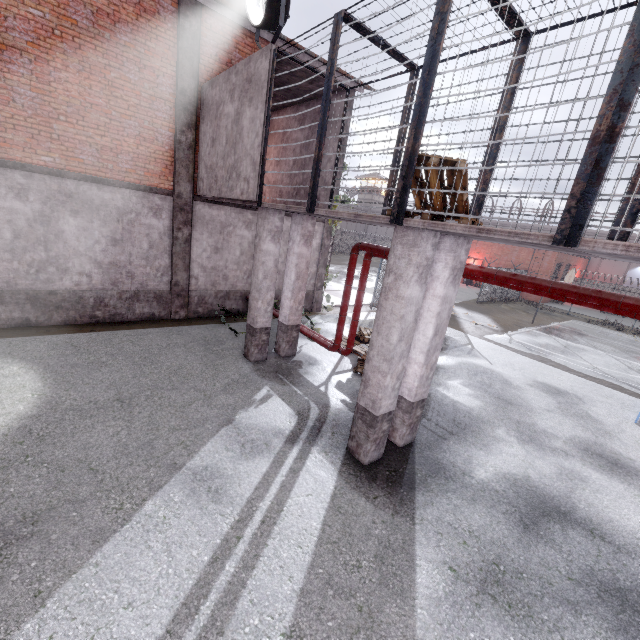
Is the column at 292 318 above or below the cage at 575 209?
below

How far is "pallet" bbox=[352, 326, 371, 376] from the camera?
8.99m

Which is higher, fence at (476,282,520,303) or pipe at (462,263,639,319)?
pipe at (462,263,639,319)

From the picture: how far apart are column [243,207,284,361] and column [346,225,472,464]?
3.8m

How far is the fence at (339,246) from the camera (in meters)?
49.47

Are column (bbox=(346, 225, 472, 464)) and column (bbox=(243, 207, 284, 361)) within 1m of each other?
no

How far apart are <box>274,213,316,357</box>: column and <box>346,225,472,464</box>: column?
3.9 meters

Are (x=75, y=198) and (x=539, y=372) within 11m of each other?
no
